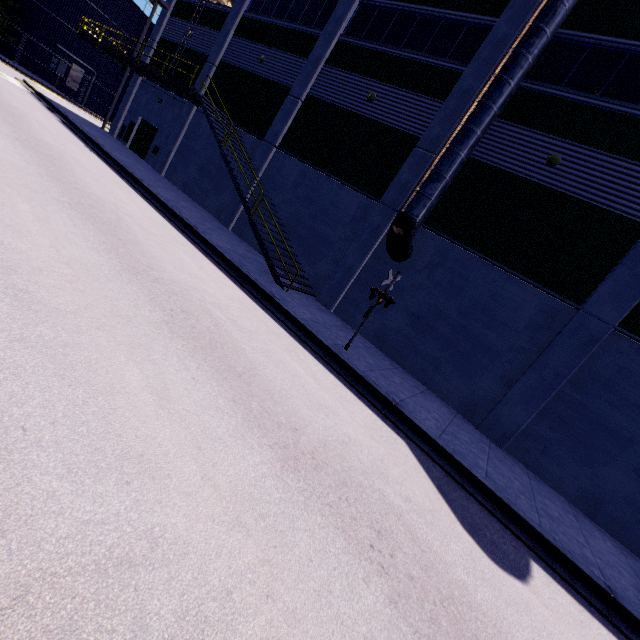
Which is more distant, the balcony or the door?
the door

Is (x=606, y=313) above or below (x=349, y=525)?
above

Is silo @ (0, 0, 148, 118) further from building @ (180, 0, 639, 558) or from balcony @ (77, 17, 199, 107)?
balcony @ (77, 17, 199, 107)

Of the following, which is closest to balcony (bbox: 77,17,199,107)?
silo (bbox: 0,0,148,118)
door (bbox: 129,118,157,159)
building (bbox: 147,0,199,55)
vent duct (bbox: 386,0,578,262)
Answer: building (bbox: 147,0,199,55)

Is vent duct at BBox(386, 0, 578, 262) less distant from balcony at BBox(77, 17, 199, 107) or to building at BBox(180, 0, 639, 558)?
building at BBox(180, 0, 639, 558)

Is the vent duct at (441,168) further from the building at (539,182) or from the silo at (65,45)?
the silo at (65,45)

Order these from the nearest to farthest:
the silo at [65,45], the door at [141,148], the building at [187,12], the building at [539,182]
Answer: the building at [539,182]
the building at [187,12]
the door at [141,148]
the silo at [65,45]
